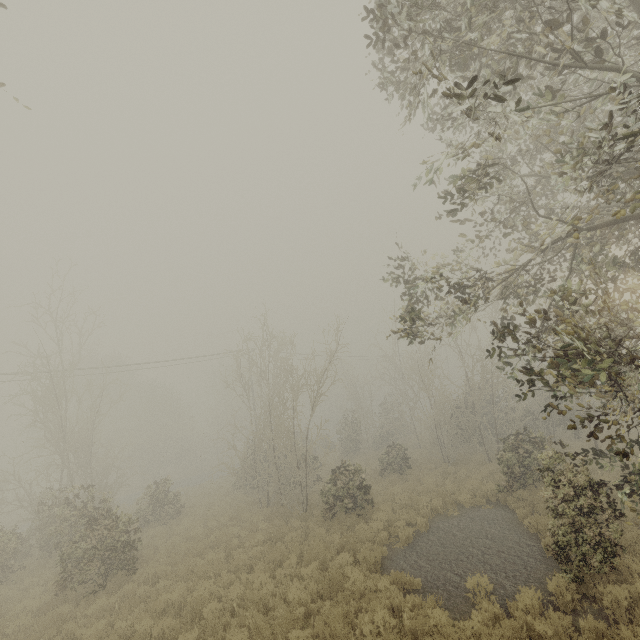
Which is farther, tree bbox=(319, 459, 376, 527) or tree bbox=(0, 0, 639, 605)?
tree bbox=(319, 459, 376, 527)

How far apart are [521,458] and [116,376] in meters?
47.2

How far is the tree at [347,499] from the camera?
14.4 meters

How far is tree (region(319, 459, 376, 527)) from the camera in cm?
1436

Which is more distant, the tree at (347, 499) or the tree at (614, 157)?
the tree at (347, 499)
